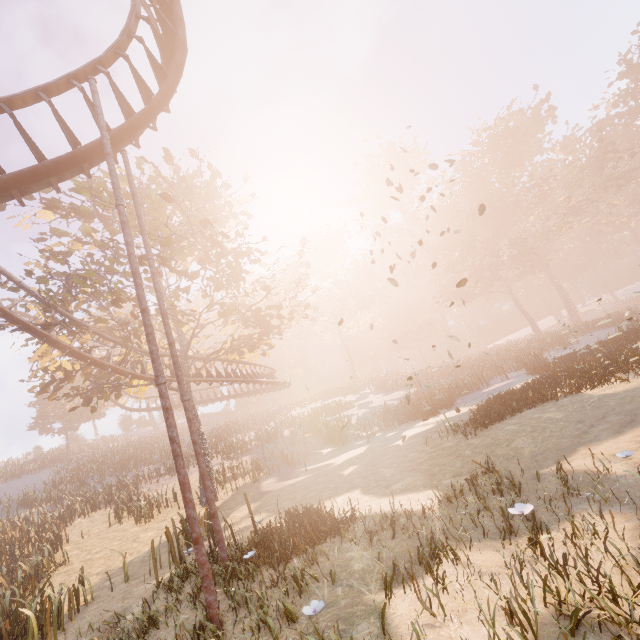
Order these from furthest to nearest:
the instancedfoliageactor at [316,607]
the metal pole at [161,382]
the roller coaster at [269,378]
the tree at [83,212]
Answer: →
1. the roller coaster at [269,378]
2. the tree at [83,212]
3. the metal pole at [161,382]
4. the instancedfoliageactor at [316,607]

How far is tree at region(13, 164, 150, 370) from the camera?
13.7 meters

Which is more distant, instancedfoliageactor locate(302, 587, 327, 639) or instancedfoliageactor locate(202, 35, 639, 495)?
instancedfoliageactor locate(202, 35, 639, 495)

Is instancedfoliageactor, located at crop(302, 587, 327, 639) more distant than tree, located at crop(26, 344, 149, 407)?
No

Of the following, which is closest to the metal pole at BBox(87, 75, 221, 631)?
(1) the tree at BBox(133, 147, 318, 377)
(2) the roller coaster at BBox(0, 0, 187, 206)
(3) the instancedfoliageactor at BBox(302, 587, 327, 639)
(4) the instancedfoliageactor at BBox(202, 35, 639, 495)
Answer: (2) the roller coaster at BBox(0, 0, 187, 206)

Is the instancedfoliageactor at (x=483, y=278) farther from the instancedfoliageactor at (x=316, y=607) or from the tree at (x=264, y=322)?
Answer: the tree at (x=264, y=322)

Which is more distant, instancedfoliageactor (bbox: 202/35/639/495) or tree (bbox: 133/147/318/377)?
instancedfoliageactor (bbox: 202/35/639/495)

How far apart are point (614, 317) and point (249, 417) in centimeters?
4804cm
